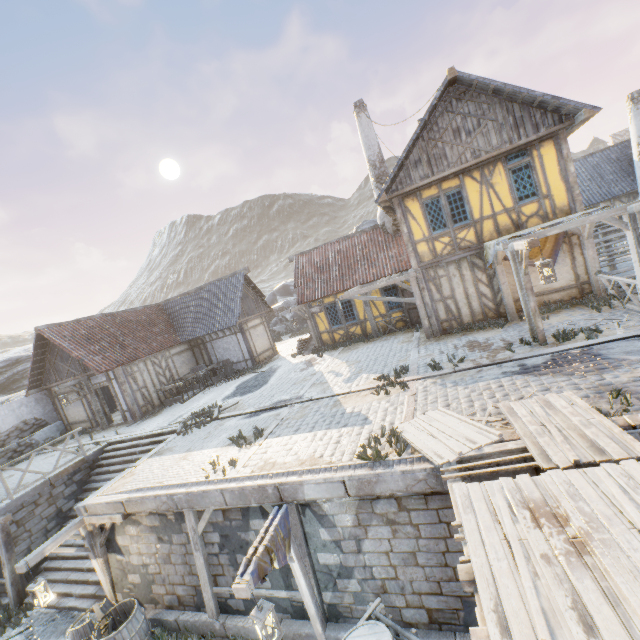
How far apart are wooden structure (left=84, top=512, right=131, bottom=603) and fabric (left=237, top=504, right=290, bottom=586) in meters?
4.7 m

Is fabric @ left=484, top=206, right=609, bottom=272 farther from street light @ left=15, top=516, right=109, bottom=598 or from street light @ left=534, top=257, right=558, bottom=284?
street light @ left=15, top=516, right=109, bottom=598

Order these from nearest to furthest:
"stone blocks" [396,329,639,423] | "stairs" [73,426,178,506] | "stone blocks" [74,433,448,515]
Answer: "stone blocks" [74,433,448,515] < "stone blocks" [396,329,639,423] < "stairs" [73,426,178,506]

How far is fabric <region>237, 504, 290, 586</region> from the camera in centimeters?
502cm

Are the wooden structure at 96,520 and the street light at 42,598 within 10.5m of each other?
yes

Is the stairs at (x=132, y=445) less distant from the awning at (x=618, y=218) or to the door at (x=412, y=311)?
the door at (x=412, y=311)

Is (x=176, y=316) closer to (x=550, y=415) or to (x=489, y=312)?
(x=489, y=312)

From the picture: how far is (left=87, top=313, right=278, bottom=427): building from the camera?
16.22m
